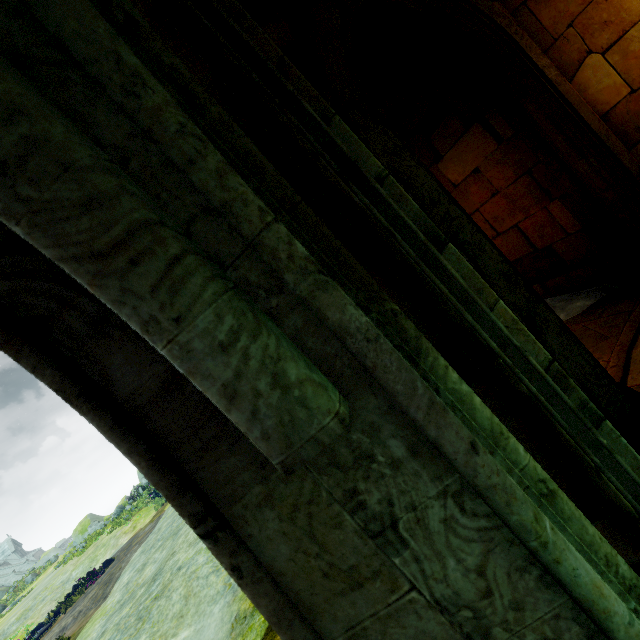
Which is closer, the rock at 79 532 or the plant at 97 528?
the plant at 97 528

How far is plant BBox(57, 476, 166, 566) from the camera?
24.6 meters

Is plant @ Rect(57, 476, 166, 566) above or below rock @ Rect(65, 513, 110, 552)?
below

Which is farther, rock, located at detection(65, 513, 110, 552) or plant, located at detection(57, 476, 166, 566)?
rock, located at detection(65, 513, 110, 552)

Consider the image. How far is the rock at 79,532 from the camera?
41.38m

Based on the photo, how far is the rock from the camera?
41.4m

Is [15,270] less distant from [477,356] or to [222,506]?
[222,506]
